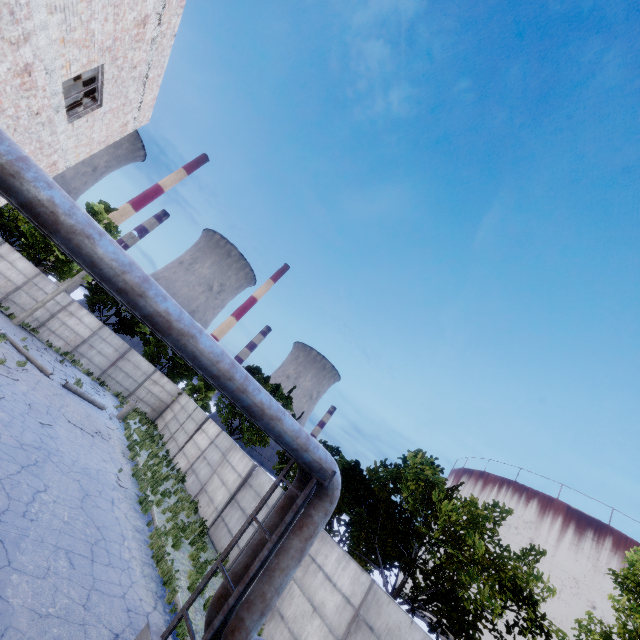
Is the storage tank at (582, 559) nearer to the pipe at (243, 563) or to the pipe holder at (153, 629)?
the pipe at (243, 563)

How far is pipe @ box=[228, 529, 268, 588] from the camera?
7.1 meters

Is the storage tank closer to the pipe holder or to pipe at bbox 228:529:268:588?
pipe at bbox 228:529:268:588

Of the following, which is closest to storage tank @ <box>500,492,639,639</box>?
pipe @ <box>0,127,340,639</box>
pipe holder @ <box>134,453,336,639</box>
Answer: pipe @ <box>0,127,340,639</box>

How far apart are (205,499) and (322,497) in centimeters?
1317cm

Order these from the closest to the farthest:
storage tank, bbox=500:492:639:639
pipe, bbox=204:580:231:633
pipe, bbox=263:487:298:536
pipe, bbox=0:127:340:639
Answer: pipe, bbox=0:127:340:639 → pipe, bbox=204:580:231:633 → pipe, bbox=263:487:298:536 → storage tank, bbox=500:492:639:639

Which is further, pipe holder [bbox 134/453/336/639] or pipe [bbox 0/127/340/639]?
pipe holder [bbox 134/453/336/639]

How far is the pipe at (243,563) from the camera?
7.1 meters
